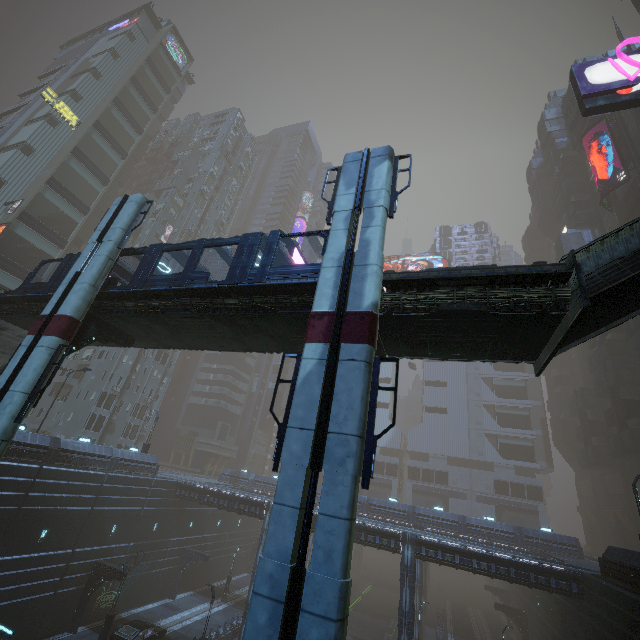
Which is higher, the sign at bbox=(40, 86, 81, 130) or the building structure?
the sign at bbox=(40, 86, 81, 130)

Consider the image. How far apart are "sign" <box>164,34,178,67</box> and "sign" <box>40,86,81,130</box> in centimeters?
2328cm

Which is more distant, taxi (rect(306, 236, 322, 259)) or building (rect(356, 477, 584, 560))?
taxi (rect(306, 236, 322, 259))

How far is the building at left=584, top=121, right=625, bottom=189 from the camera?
47.62m

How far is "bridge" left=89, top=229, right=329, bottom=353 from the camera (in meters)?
13.12

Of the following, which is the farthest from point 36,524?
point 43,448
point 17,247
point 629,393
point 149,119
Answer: point 629,393

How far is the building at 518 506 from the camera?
36.1 meters
